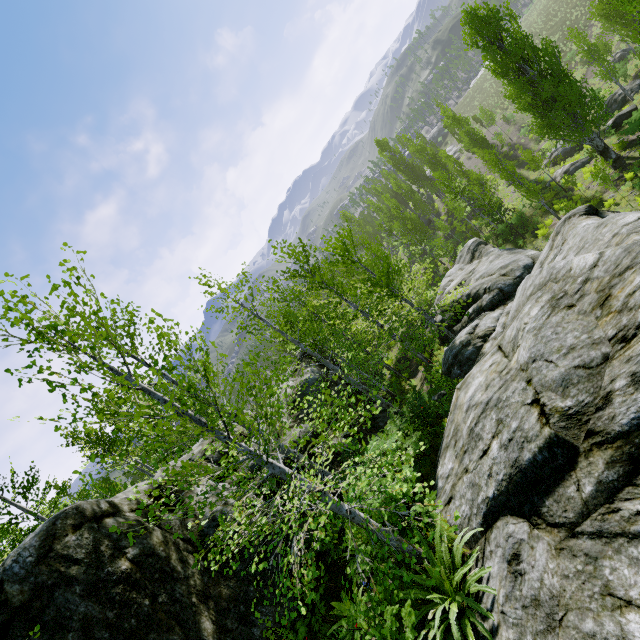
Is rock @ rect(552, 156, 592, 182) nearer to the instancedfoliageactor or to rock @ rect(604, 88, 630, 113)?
the instancedfoliageactor

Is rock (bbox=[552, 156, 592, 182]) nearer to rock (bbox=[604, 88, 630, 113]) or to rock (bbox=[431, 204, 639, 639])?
rock (bbox=[604, 88, 630, 113])

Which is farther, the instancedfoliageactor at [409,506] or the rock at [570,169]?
the rock at [570,169]

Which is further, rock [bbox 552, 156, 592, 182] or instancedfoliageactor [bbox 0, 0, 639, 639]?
rock [bbox 552, 156, 592, 182]

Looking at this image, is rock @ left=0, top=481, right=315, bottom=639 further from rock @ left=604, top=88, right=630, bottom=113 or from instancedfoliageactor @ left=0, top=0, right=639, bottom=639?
rock @ left=604, top=88, right=630, bottom=113

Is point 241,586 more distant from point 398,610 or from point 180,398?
point 180,398

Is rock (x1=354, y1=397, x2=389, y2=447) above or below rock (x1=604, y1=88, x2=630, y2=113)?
above

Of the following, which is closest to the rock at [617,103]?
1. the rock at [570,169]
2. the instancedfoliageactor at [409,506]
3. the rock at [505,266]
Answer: the instancedfoliageactor at [409,506]
